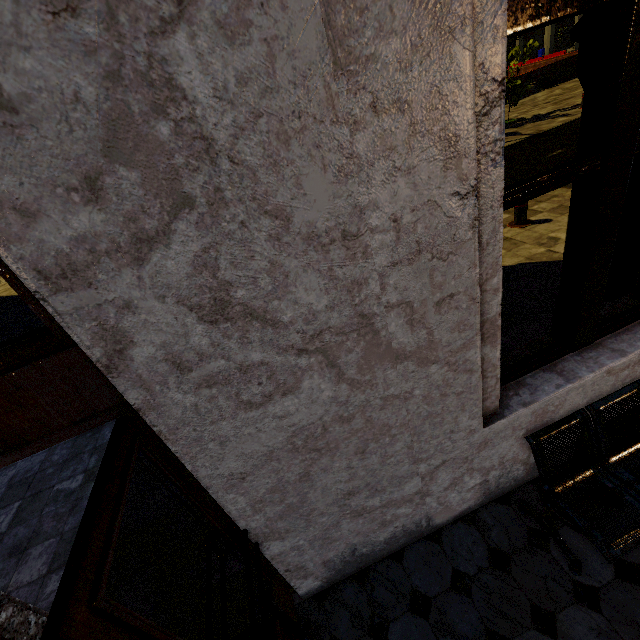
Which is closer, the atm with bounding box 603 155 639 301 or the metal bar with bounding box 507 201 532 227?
the atm with bounding box 603 155 639 301

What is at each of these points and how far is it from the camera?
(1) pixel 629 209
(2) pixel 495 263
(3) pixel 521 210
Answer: (1) atm, 3.5 meters
(2) building, 1.6 meters
(3) metal bar, 6.4 meters

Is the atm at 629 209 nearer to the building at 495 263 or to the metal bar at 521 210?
the building at 495 263

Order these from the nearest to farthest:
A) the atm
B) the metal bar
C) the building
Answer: the building, the atm, the metal bar

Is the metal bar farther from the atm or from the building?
the building

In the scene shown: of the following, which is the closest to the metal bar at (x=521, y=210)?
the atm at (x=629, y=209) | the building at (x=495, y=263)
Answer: the atm at (x=629, y=209)

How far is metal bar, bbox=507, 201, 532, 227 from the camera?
6.33m
